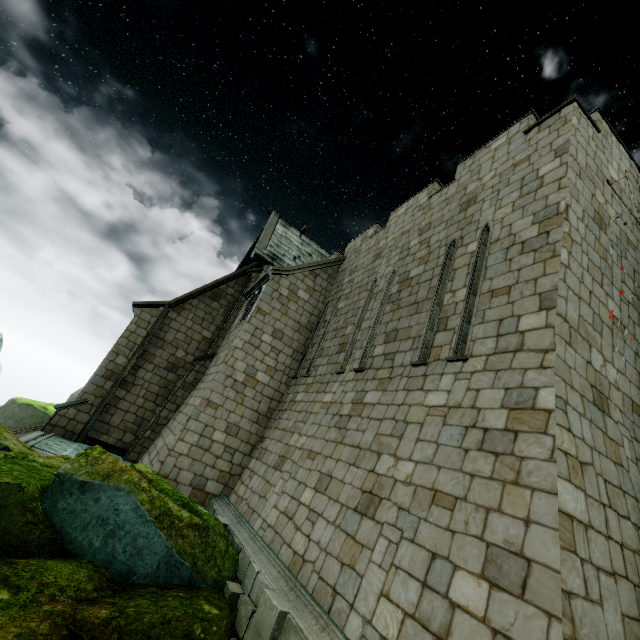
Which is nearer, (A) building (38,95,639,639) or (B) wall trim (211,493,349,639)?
(A) building (38,95,639,639)

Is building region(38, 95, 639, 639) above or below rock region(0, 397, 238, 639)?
above

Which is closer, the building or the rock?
the building

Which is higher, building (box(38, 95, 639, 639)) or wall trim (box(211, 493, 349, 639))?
building (box(38, 95, 639, 639))

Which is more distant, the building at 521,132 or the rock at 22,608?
the rock at 22,608

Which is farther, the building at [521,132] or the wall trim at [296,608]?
the wall trim at [296,608]

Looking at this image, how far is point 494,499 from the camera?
3.93m
